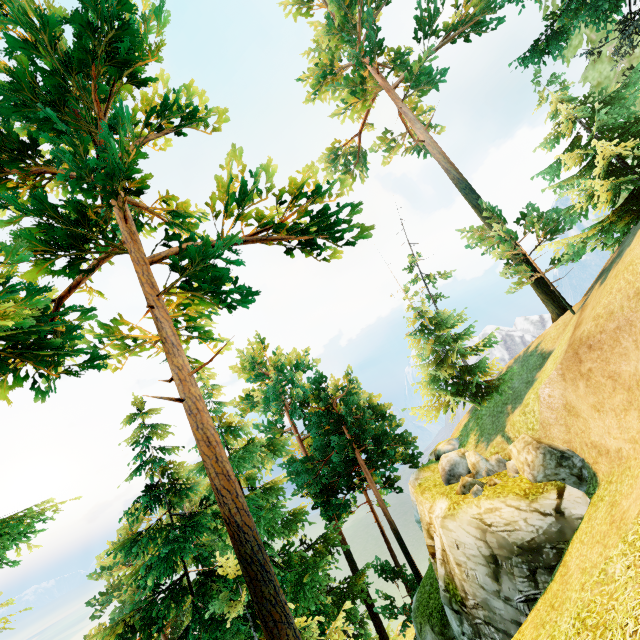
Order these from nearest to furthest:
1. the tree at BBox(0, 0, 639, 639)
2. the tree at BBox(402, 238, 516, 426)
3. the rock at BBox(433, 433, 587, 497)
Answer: the tree at BBox(0, 0, 639, 639) < the rock at BBox(433, 433, 587, 497) < the tree at BBox(402, 238, 516, 426)

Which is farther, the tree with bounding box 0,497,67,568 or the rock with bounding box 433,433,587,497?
the rock with bounding box 433,433,587,497

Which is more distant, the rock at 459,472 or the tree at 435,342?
the tree at 435,342

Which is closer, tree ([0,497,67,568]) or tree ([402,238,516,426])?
tree ([0,497,67,568])

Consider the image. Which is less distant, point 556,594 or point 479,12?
point 556,594
